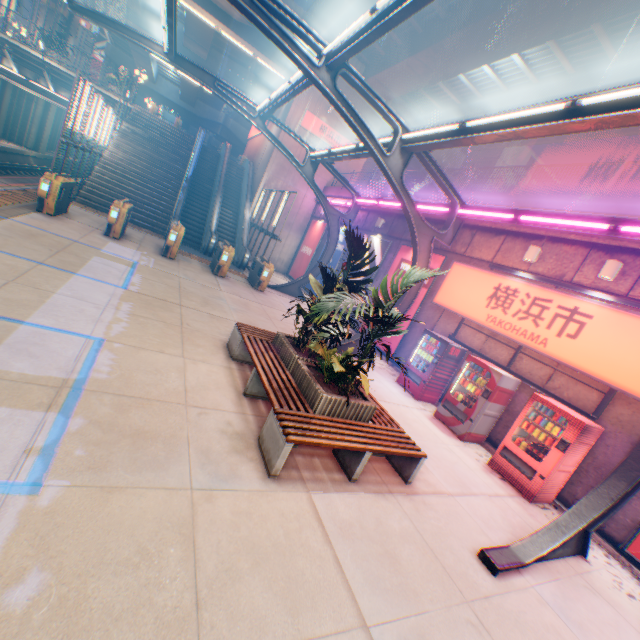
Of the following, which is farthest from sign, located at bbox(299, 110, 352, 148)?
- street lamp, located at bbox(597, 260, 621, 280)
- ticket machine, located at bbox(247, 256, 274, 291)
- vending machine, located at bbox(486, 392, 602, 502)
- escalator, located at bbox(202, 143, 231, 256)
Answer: vending machine, located at bbox(486, 392, 602, 502)

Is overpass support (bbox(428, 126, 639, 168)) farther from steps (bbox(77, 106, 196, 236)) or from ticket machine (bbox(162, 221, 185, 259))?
ticket machine (bbox(162, 221, 185, 259))

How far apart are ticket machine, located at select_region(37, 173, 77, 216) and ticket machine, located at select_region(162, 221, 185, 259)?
3.41m

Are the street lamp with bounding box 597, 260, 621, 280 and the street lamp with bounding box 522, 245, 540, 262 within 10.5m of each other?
yes

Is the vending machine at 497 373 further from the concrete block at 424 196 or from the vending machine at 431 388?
the concrete block at 424 196

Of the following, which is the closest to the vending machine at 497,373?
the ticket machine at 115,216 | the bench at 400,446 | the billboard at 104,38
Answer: the bench at 400,446

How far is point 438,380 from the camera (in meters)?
9.95

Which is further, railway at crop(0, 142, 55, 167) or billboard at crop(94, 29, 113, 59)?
billboard at crop(94, 29, 113, 59)
